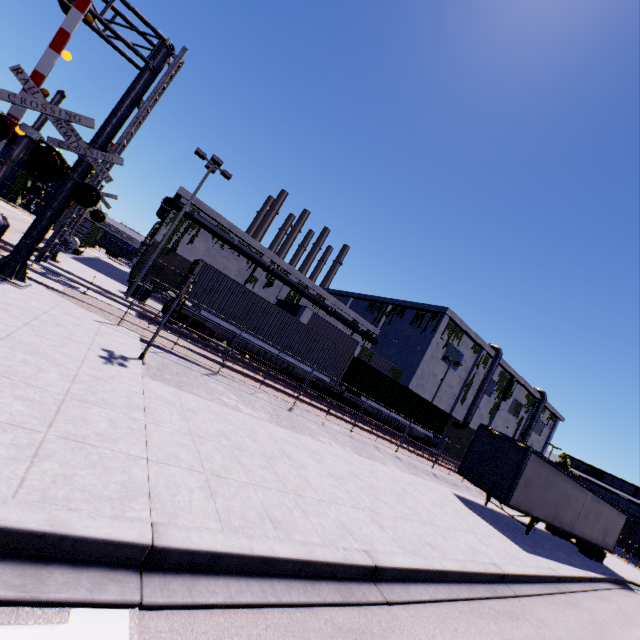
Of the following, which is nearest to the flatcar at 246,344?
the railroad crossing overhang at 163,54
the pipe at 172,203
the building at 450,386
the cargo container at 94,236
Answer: the cargo container at 94,236

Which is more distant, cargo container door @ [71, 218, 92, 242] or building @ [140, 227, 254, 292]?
building @ [140, 227, 254, 292]

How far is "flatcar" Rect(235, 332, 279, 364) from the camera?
19.2m

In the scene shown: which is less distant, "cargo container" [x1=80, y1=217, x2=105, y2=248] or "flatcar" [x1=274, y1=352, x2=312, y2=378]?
"flatcar" [x1=274, y1=352, x2=312, y2=378]

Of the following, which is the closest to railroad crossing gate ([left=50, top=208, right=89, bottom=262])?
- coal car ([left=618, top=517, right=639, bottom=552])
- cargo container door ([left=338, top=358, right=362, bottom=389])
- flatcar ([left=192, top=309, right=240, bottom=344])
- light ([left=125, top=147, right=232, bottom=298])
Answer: flatcar ([left=192, top=309, right=240, bottom=344])

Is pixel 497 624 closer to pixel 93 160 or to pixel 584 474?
pixel 93 160

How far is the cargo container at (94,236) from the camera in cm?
2878

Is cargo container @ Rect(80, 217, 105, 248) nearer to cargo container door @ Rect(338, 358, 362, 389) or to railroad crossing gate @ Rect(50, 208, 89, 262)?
cargo container door @ Rect(338, 358, 362, 389)
